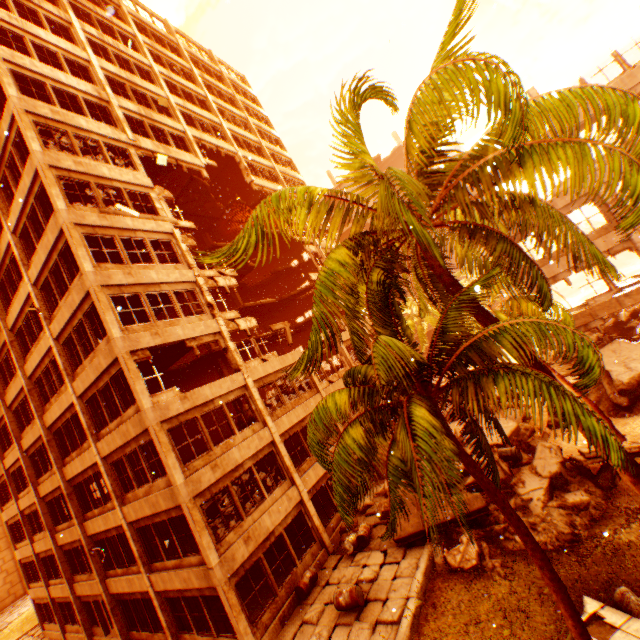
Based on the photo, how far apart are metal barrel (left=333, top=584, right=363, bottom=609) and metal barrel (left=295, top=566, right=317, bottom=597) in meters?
2.1

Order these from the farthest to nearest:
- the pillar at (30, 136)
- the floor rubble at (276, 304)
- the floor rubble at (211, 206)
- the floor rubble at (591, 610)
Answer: the floor rubble at (276, 304) → the floor rubble at (211, 206) → the pillar at (30, 136) → the floor rubble at (591, 610)

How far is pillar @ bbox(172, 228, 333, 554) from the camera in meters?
15.1 m

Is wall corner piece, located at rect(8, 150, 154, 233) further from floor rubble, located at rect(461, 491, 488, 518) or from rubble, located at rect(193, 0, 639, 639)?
floor rubble, located at rect(461, 491, 488, 518)

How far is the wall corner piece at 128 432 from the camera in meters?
12.1 m

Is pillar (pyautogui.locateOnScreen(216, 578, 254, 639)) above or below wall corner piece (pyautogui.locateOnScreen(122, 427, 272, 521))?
below

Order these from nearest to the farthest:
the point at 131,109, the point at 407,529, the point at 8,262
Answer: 1. the point at 407,529
2. the point at 8,262
3. the point at 131,109

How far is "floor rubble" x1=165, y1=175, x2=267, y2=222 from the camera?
24.1m
